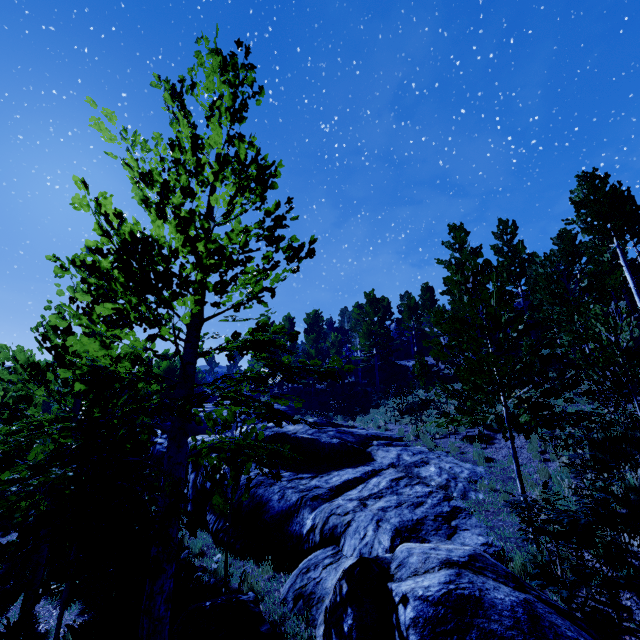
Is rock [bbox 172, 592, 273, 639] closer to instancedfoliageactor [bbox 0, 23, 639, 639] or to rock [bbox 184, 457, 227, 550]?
rock [bbox 184, 457, 227, 550]

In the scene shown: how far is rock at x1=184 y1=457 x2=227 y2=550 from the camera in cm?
932

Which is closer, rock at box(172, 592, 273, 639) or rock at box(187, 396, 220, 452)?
rock at box(172, 592, 273, 639)

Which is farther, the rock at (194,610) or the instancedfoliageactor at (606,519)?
the rock at (194,610)

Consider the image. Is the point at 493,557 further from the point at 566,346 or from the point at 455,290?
the point at 566,346

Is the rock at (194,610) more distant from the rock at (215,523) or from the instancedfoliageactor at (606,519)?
the instancedfoliageactor at (606,519)

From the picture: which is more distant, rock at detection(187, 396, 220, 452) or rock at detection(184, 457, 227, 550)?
rock at detection(187, 396, 220, 452)
